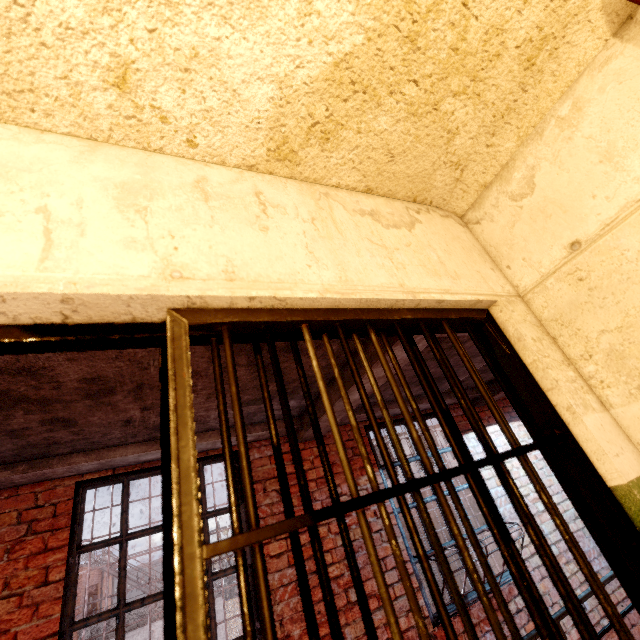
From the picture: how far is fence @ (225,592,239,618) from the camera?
23.56m

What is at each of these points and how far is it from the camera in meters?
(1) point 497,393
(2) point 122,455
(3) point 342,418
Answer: (1) ceiling beam, 4.6
(2) ceiling beam, 2.8
(3) ceiling beam, 3.3

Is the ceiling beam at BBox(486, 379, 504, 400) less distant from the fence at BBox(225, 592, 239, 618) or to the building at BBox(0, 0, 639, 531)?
the building at BBox(0, 0, 639, 531)

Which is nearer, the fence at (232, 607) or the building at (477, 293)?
the building at (477, 293)

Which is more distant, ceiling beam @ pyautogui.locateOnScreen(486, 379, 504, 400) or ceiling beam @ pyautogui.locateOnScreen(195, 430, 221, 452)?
ceiling beam @ pyautogui.locateOnScreen(486, 379, 504, 400)

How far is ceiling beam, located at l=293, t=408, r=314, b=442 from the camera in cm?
335

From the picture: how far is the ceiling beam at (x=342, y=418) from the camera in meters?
2.8 m
